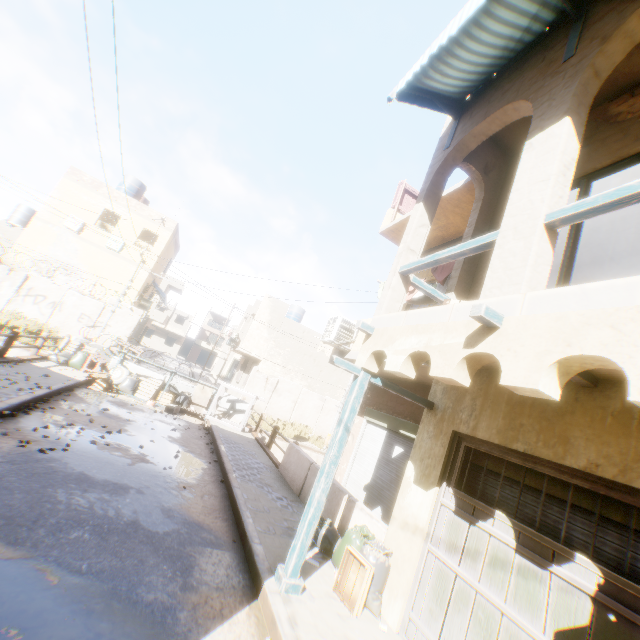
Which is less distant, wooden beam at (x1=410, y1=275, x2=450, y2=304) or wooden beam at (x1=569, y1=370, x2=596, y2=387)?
wooden beam at (x1=569, y1=370, x2=596, y2=387)

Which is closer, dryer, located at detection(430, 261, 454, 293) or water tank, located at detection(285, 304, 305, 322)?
dryer, located at detection(430, 261, 454, 293)

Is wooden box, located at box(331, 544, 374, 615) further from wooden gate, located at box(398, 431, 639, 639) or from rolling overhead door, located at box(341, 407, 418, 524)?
rolling overhead door, located at box(341, 407, 418, 524)

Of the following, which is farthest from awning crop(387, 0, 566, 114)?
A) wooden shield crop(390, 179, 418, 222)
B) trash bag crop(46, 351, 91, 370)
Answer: trash bag crop(46, 351, 91, 370)

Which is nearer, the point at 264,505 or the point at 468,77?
the point at 468,77

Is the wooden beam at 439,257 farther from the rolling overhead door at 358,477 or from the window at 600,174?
the rolling overhead door at 358,477

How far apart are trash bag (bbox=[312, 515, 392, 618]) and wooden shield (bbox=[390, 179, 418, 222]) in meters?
9.2

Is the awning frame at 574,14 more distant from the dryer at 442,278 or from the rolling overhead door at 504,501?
the rolling overhead door at 504,501
